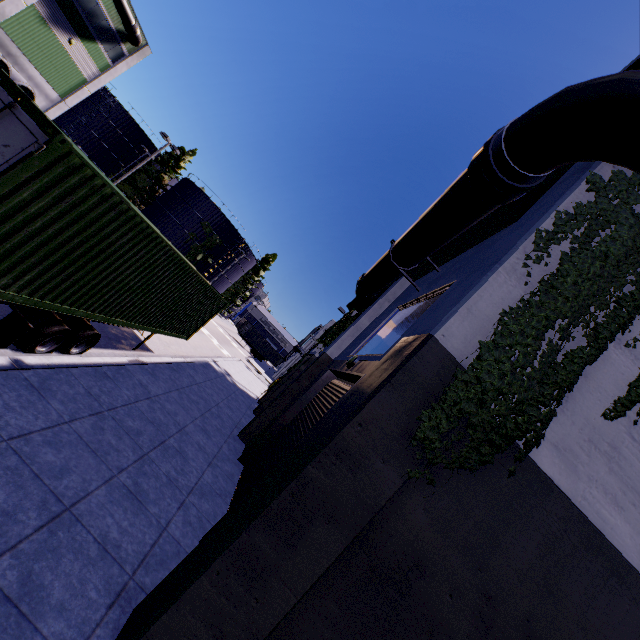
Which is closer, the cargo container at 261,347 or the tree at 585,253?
the tree at 585,253

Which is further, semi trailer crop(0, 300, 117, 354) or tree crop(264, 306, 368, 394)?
tree crop(264, 306, 368, 394)

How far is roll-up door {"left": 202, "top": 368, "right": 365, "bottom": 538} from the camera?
8.0 meters

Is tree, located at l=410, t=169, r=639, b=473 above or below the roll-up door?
above

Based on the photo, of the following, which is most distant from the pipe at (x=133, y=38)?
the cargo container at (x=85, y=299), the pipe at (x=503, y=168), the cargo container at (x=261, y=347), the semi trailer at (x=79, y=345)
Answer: the cargo container at (x=261, y=347)

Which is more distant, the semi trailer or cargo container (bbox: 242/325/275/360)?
cargo container (bbox: 242/325/275/360)

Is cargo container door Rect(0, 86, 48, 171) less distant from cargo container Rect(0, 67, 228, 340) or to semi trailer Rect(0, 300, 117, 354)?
cargo container Rect(0, 67, 228, 340)

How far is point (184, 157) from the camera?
52.5m
